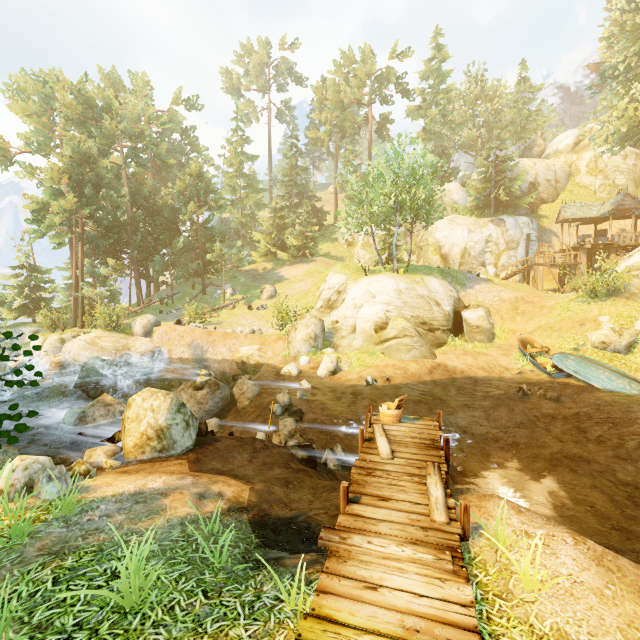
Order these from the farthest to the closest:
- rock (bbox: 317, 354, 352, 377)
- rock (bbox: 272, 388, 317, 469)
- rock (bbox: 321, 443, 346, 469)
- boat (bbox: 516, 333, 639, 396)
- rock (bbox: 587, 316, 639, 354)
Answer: rock (bbox: 317, 354, 352, 377), rock (bbox: 587, 316, 639, 354), boat (bbox: 516, 333, 639, 396), rock (bbox: 321, 443, 346, 469), rock (bbox: 272, 388, 317, 469)

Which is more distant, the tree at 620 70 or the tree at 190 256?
the tree at 190 256

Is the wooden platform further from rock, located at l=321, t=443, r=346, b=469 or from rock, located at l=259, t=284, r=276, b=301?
rock, located at l=259, t=284, r=276, b=301

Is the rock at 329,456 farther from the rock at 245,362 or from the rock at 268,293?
the rock at 268,293

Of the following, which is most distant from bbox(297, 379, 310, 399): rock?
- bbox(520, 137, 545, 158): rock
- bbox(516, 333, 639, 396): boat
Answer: bbox(520, 137, 545, 158): rock

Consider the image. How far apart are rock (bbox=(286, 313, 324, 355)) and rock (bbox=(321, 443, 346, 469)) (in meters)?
8.91

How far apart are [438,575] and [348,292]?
19.43m

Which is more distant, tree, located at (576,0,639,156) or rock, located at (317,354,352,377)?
tree, located at (576,0,639,156)
